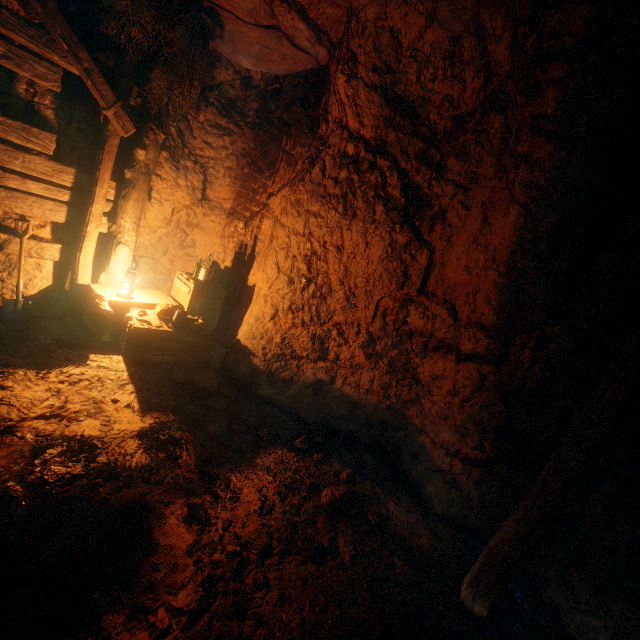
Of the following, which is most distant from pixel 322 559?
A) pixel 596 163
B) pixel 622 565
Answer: pixel 596 163

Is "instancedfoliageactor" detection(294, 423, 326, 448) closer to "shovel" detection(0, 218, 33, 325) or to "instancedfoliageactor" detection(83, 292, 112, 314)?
"instancedfoliageactor" detection(83, 292, 112, 314)

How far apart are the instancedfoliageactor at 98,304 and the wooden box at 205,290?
0.00m

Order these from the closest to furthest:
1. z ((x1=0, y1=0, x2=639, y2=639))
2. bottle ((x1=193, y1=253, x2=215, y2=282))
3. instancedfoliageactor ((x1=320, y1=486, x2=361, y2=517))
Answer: z ((x1=0, y1=0, x2=639, y2=639))
instancedfoliageactor ((x1=320, y1=486, x2=361, y2=517))
bottle ((x1=193, y1=253, x2=215, y2=282))

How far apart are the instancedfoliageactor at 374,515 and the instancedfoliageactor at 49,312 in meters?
4.5 m

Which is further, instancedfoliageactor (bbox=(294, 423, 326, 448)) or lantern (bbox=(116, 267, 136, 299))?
lantern (bbox=(116, 267, 136, 299))

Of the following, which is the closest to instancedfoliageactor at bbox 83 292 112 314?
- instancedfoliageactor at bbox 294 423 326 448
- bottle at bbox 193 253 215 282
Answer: bottle at bbox 193 253 215 282

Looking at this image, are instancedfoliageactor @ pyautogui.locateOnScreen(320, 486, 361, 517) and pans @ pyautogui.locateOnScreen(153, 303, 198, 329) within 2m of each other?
no
